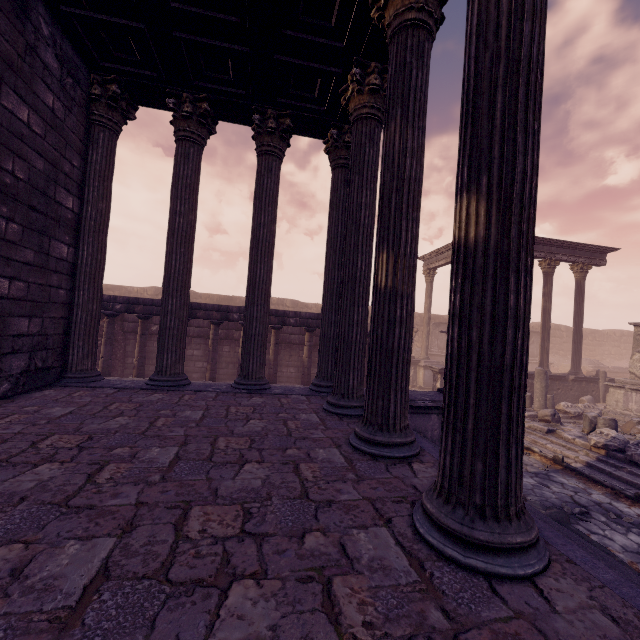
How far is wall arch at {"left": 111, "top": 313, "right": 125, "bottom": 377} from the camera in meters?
12.2

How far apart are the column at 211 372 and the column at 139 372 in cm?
189

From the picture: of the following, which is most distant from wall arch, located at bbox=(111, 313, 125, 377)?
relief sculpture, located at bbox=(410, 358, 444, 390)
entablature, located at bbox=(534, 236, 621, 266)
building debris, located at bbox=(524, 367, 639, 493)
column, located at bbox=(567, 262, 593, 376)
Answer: column, located at bbox=(567, 262, 593, 376)

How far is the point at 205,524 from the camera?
1.8 meters

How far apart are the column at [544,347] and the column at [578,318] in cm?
108

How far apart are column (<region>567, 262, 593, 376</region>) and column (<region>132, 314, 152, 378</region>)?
18.9 meters

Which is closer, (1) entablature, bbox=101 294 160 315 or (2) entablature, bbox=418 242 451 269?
(1) entablature, bbox=101 294 160 315

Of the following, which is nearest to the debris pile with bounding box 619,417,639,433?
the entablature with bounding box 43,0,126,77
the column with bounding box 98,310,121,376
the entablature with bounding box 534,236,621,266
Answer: the entablature with bounding box 534,236,621,266
